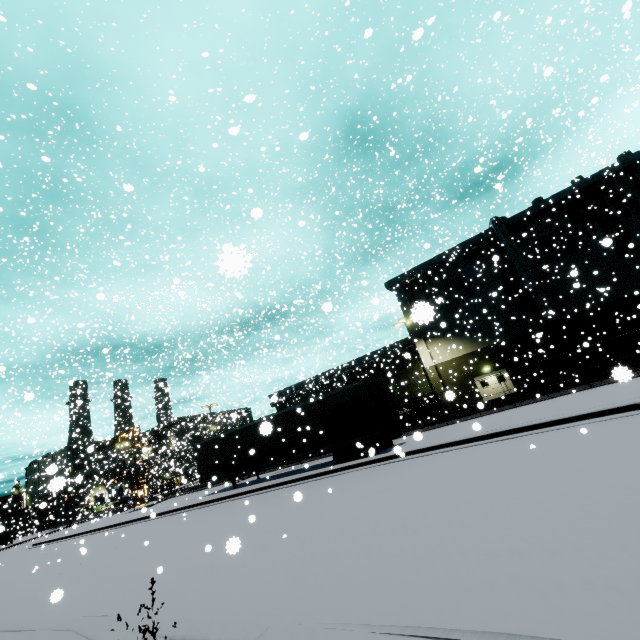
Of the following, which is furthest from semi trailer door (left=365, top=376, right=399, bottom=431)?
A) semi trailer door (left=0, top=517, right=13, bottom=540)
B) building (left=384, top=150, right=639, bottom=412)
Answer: semi trailer door (left=0, top=517, right=13, bottom=540)

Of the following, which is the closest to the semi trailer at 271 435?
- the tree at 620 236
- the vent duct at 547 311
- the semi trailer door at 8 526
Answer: the semi trailer door at 8 526

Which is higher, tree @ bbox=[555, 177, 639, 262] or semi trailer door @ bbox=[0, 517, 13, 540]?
tree @ bbox=[555, 177, 639, 262]

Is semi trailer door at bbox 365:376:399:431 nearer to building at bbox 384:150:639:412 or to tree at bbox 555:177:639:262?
tree at bbox 555:177:639:262

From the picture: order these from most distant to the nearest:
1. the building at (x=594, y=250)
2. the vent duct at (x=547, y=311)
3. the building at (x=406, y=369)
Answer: the building at (x=406, y=369)
the vent duct at (x=547, y=311)
the building at (x=594, y=250)

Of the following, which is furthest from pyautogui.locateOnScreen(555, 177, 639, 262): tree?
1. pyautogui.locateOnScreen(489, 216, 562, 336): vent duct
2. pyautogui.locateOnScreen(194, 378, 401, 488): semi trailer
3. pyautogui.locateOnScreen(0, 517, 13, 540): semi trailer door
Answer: pyautogui.locateOnScreen(0, 517, 13, 540): semi trailer door

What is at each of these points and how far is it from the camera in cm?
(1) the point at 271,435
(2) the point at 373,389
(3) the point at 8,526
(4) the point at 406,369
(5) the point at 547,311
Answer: (1) semi trailer, 1984
(2) semi trailer door, 1675
(3) semi trailer door, 4753
(4) building, 3766
(5) vent duct, 2789

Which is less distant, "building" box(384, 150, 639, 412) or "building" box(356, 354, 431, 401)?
"building" box(384, 150, 639, 412)
